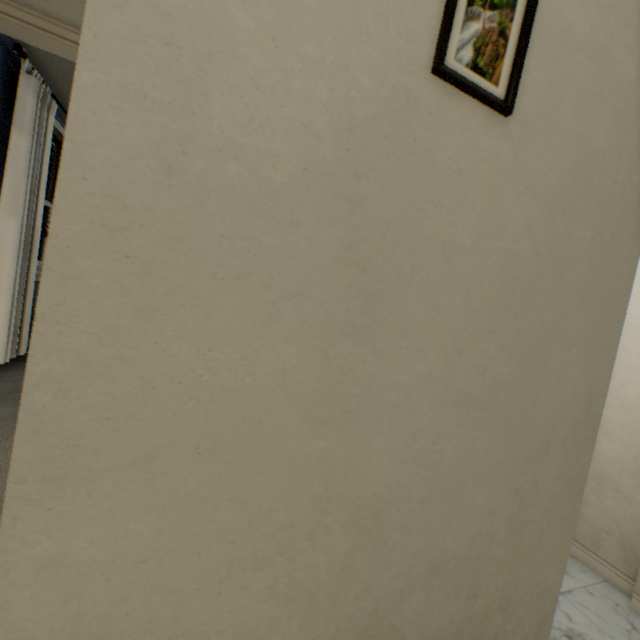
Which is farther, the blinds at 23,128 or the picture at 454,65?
the blinds at 23,128

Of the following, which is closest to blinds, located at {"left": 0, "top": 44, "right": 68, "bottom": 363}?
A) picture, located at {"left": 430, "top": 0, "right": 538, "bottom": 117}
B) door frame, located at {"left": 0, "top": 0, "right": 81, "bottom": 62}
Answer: door frame, located at {"left": 0, "top": 0, "right": 81, "bottom": 62}

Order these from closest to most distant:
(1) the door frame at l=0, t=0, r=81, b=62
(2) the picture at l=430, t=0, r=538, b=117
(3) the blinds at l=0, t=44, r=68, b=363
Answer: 1. (2) the picture at l=430, t=0, r=538, b=117
2. (1) the door frame at l=0, t=0, r=81, b=62
3. (3) the blinds at l=0, t=44, r=68, b=363

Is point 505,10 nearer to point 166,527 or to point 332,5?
point 332,5

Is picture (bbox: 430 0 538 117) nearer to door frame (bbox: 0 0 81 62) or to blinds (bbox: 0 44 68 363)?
door frame (bbox: 0 0 81 62)

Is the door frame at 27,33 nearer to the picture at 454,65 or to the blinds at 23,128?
the blinds at 23,128
